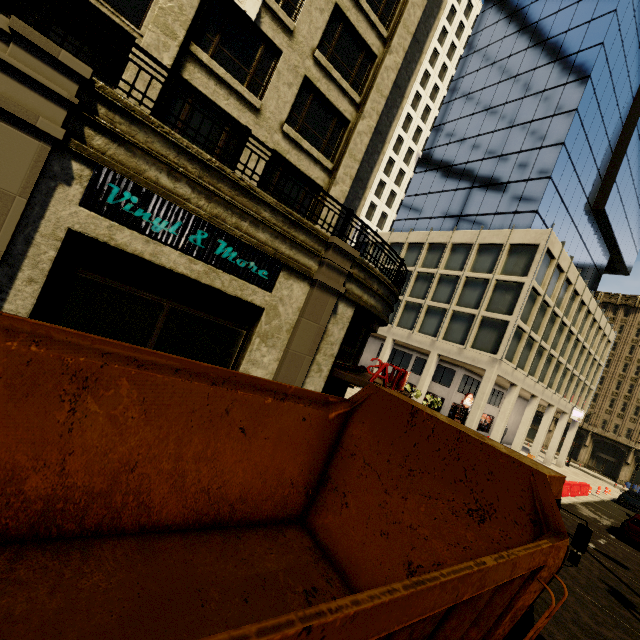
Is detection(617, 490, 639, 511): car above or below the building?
below

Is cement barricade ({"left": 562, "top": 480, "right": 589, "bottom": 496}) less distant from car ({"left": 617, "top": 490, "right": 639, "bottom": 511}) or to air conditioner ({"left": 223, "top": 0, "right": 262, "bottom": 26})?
car ({"left": 617, "top": 490, "right": 639, "bottom": 511})

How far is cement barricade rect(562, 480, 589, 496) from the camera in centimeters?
2142cm

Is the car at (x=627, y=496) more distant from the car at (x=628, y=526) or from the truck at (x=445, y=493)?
the truck at (x=445, y=493)

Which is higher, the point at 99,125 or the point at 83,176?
the point at 99,125

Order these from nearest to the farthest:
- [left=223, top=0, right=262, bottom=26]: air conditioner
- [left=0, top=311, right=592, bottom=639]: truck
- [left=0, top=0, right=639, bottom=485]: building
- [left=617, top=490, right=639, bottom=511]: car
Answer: [left=0, top=311, right=592, bottom=639]: truck
[left=0, top=0, right=639, bottom=485]: building
[left=223, top=0, right=262, bottom=26]: air conditioner
[left=617, top=490, right=639, bottom=511]: car

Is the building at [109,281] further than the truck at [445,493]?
Yes

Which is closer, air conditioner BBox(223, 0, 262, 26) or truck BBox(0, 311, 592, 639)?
truck BBox(0, 311, 592, 639)
